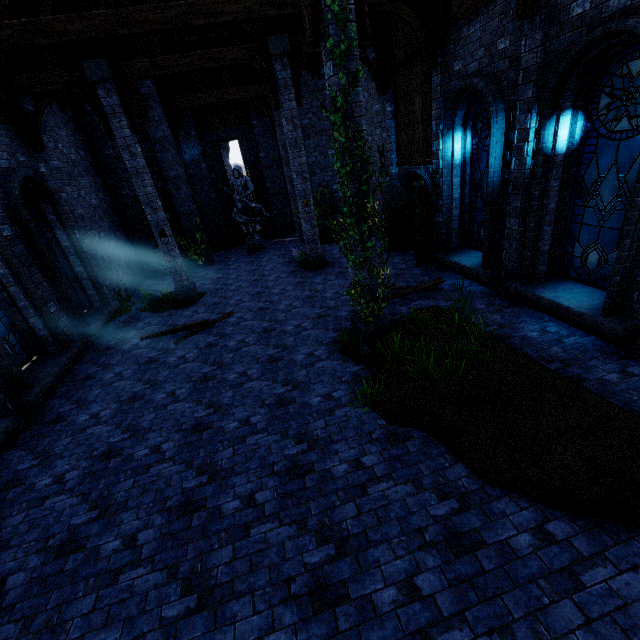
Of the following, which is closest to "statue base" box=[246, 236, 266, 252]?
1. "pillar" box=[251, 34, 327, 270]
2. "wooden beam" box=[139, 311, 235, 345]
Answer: "pillar" box=[251, 34, 327, 270]

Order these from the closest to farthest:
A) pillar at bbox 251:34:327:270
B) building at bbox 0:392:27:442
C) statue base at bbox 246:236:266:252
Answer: building at bbox 0:392:27:442
pillar at bbox 251:34:327:270
statue base at bbox 246:236:266:252

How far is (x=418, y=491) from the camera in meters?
3.9

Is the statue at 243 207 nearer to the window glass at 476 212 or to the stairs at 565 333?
the stairs at 565 333

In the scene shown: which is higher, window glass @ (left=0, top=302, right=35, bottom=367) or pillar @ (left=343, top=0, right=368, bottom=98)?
pillar @ (left=343, top=0, right=368, bottom=98)

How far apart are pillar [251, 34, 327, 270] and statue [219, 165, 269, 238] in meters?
4.9 m

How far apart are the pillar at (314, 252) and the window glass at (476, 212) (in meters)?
4.92

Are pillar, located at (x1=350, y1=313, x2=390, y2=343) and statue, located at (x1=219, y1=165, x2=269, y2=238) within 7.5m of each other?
no
